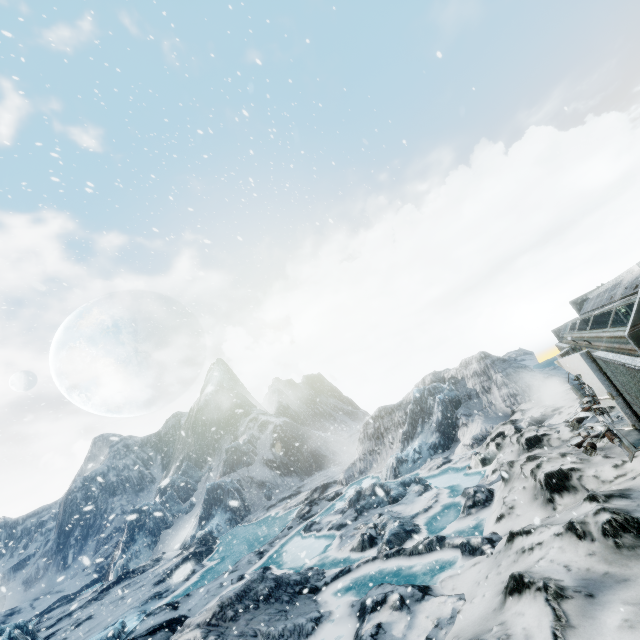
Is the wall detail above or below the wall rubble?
above

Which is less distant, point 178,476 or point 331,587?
point 331,587

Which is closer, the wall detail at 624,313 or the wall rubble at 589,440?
the wall rubble at 589,440

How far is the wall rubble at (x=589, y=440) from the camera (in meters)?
10.23

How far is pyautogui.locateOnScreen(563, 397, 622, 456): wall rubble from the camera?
10.2m

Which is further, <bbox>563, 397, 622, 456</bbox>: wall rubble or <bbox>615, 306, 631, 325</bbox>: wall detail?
<bbox>615, 306, 631, 325</bbox>: wall detail

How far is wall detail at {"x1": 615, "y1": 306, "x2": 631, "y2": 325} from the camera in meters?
19.2 m
